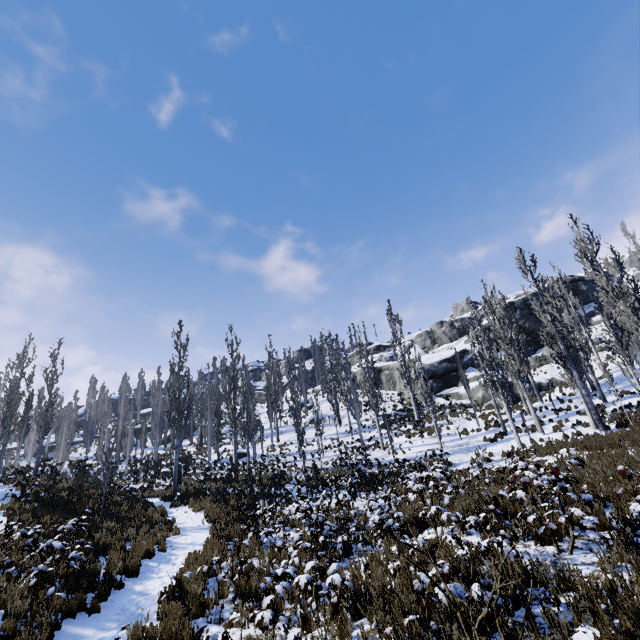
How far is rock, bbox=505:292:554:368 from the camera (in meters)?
38.09

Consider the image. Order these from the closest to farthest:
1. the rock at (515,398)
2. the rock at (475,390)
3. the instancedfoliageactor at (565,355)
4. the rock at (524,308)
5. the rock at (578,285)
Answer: the instancedfoliageactor at (565,355) < the rock at (515,398) < the rock at (475,390) < the rock at (524,308) < the rock at (578,285)

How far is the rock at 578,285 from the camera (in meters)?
47.72

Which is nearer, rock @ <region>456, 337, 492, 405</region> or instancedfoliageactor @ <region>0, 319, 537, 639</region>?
instancedfoliageactor @ <region>0, 319, 537, 639</region>

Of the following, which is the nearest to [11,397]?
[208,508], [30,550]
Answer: [208,508]
